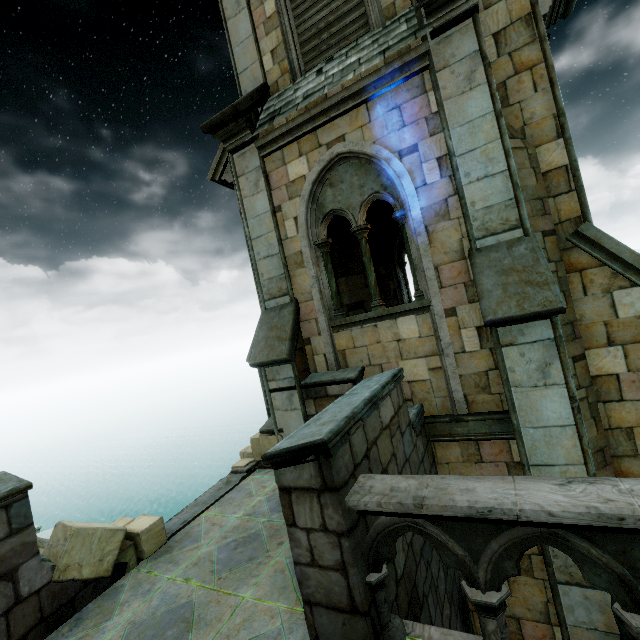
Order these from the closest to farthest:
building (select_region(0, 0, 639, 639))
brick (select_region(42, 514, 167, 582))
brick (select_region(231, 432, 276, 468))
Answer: building (select_region(0, 0, 639, 639)) → brick (select_region(42, 514, 167, 582)) → brick (select_region(231, 432, 276, 468))

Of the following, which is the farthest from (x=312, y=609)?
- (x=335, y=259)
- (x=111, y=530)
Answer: (x=335, y=259)

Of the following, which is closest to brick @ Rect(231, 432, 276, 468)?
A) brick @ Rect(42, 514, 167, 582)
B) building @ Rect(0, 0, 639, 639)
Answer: building @ Rect(0, 0, 639, 639)

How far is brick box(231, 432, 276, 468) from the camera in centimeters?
642cm

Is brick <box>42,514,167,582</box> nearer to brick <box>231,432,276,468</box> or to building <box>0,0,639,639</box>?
building <box>0,0,639,639</box>

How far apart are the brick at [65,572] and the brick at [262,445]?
2.07m

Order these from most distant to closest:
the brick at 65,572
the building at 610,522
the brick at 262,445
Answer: the brick at 262,445 → the brick at 65,572 → the building at 610,522
